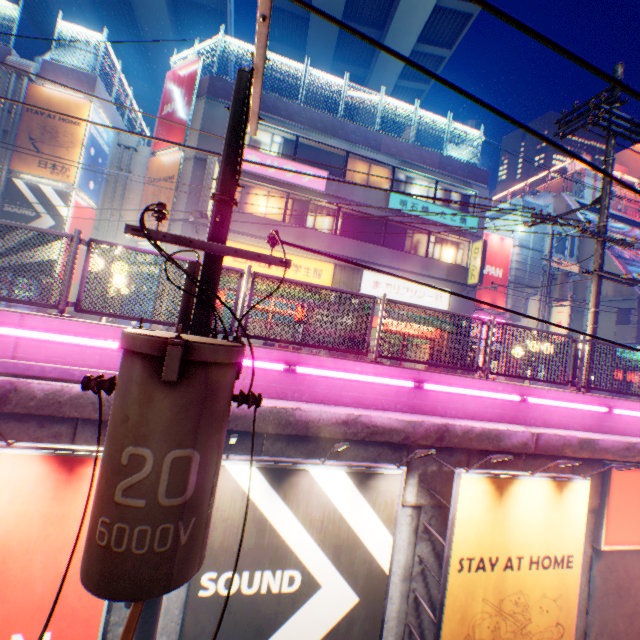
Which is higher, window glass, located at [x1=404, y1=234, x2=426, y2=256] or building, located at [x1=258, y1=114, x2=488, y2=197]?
building, located at [x1=258, y1=114, x2=488, y2=197]

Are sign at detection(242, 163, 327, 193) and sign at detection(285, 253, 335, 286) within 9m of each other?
yes

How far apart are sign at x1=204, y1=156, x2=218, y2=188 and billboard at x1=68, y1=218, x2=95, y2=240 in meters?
6.8

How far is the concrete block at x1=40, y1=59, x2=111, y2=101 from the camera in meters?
15.8

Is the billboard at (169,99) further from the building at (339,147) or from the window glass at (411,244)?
the window glass at (411,244)

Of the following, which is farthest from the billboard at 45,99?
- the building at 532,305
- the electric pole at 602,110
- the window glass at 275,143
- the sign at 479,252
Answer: the building at 532,305

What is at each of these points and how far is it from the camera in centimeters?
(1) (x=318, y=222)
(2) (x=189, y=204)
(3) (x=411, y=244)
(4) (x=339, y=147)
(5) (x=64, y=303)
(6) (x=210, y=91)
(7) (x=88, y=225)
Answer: (1) window glass, 1702cm
(2) building, 1478cm
(3) window glass, 1842cm
(4) building, 1675cm
(5) metal fence, 465cm
(6) concrete block, 1510cm
(7) billboard, 1770cm

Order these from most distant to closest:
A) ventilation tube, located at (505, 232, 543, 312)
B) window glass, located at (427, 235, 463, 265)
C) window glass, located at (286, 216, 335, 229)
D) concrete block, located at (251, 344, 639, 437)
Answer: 1. ventilation tube, located at (505, 232, 543, 312)
2. window glass, located at (427, 235, 463, 265)
3. window glass, located at (286, 216, 335, 229)
4. concrete block, located at (251, 344, 639, 437)
